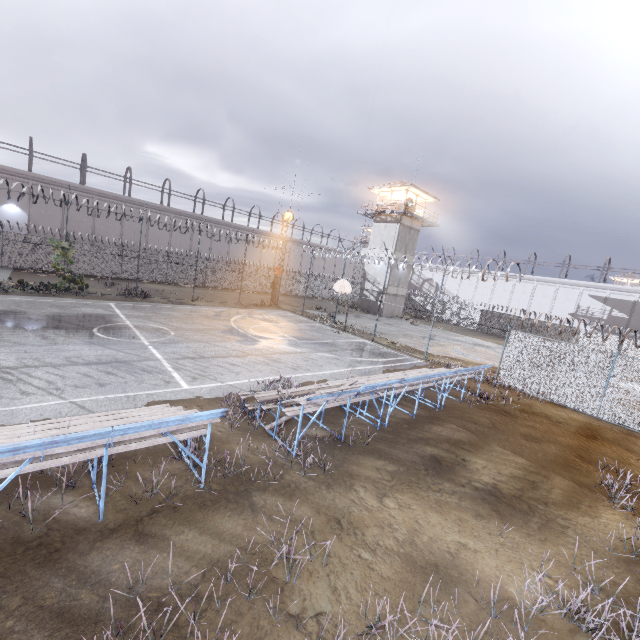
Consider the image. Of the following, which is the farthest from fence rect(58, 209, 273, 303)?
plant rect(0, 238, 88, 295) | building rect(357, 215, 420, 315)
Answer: building rect(357, 215, 420, 315)

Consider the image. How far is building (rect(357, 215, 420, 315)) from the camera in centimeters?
3659cm

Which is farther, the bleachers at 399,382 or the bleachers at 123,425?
the bleachers at 399,382

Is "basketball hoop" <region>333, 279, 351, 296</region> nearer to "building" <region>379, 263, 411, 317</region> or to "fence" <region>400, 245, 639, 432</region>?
"fence" <region>400, 245, 639, 432</region>

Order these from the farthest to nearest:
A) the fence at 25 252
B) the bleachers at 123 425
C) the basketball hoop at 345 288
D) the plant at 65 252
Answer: the fence at 25 252
the basketball hoop at 345 288
the plant at 65 252
the bleachers at 123 425

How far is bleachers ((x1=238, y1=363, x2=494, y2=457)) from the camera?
7.2m

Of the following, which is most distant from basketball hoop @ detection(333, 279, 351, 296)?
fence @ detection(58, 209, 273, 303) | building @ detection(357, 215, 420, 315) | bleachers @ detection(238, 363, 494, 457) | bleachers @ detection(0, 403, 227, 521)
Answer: bleachers @ detection(0, 403, 227, 521)

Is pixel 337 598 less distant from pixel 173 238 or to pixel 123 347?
pixel 123 347
